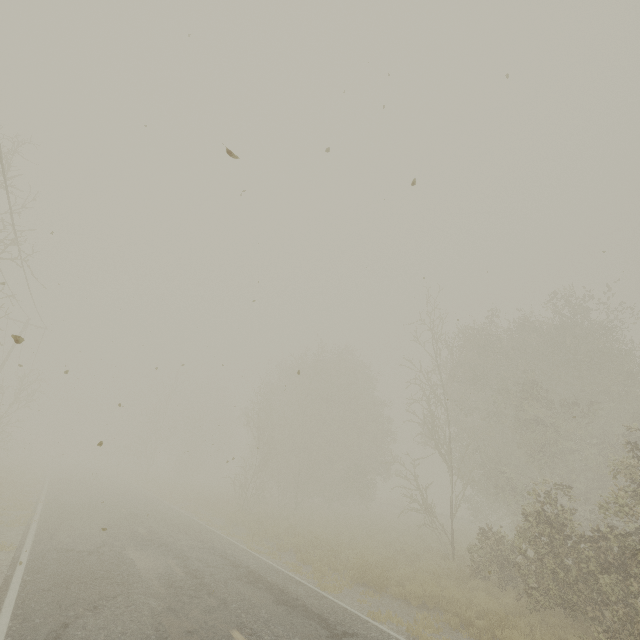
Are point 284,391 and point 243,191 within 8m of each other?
no
